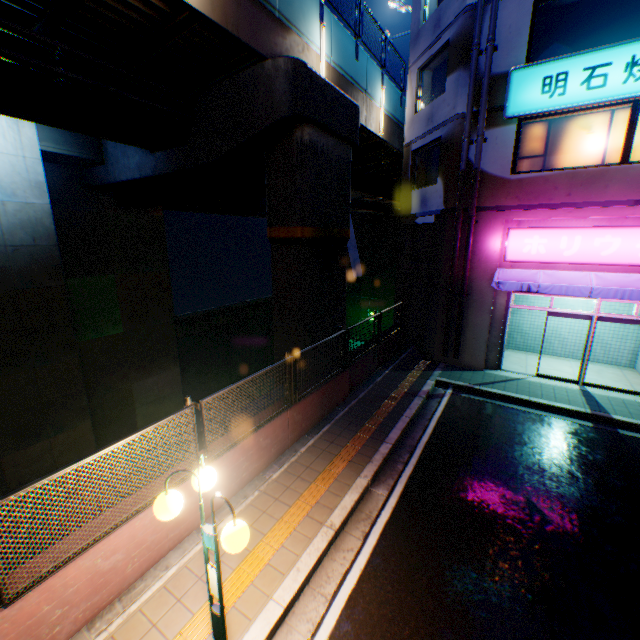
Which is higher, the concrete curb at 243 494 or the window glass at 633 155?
the window glass at 633 155

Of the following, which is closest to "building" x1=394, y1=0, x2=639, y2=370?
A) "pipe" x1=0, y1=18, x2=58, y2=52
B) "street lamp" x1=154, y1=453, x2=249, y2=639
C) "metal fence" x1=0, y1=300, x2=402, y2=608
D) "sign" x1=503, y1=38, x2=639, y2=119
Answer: "sign" x1=503, y1=38, x2=639, y2=119

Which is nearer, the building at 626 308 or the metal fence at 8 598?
the metal fence at 8 598

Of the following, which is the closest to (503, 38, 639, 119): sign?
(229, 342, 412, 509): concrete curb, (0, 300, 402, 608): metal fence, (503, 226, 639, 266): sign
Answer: (503, 226, 639, 266): sign

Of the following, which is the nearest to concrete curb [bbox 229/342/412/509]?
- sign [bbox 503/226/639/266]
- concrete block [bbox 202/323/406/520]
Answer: concrete block [bbox 202/323/406/520]

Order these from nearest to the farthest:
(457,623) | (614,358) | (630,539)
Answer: (457,623) < (630,539) < (614,358)

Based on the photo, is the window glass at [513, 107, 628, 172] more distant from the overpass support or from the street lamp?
the street lamp

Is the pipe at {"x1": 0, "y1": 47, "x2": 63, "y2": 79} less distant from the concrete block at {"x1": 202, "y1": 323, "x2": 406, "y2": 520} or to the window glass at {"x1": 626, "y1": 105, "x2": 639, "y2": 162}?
the concrete block at {"x1": 202, "y1": 323, "x2": 406, "y2": 520}
